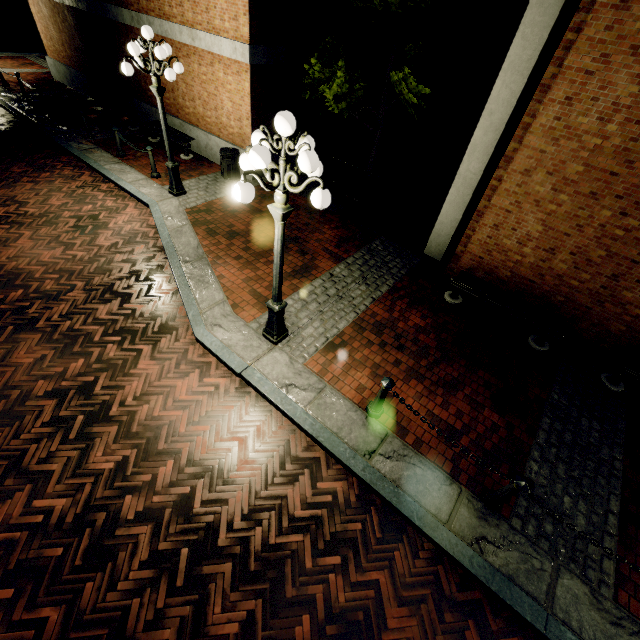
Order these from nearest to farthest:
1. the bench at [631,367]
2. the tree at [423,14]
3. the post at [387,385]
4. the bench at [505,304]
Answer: the post at [387,385] → the bench at [631,367] → the bench at [505,304] → the tree at [423,14]

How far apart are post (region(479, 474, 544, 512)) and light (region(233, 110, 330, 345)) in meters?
4.0

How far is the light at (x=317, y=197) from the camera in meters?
3.5

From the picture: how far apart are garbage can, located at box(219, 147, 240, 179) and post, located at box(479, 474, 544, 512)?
10.6 meters

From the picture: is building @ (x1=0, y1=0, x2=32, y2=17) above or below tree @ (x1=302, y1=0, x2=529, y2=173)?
below

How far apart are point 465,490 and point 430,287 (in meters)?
4.68

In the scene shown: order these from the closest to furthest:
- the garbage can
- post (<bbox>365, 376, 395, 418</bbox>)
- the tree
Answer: post (<bbox>365, 376, 395, 418</bbox>)
the tree
the garbage can

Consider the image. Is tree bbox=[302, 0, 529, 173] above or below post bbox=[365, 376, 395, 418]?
above
